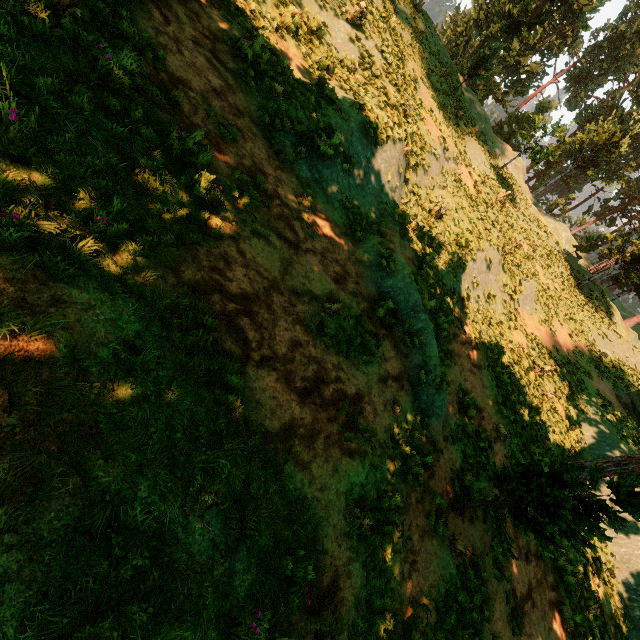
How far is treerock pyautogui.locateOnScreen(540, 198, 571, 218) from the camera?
49.2m

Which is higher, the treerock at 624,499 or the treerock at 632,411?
the treerock at 632,411

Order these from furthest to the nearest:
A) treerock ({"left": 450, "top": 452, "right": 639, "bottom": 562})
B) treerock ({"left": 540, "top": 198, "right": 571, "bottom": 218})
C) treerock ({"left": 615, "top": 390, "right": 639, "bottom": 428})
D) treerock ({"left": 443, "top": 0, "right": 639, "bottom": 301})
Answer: treerock ({"left": 540, "top": 198, "right": 571, "bottom": 218}) < treerock ({"left": 443, "top": 0, "right": 639, "bottom": 301}) < treerock ({"left": 615, "top": 390, "right": 639, "bottom": 428}) < treerock ({"left": 450, "top": 452, "right": 639, "bottom": 562})

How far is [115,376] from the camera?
2.9m

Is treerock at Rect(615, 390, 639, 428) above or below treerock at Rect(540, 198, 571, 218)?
below

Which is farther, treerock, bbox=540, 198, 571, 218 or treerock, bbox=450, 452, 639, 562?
treerock, bbox=540, 198, 571, 218

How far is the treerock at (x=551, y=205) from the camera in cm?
4916
